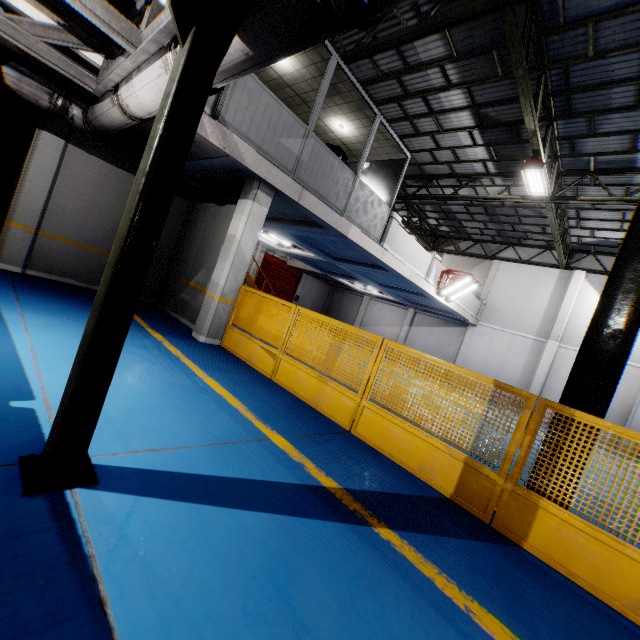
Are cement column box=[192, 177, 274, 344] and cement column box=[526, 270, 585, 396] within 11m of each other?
no

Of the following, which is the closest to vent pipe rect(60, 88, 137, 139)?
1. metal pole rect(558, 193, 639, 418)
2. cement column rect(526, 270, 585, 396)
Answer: metal pole rect(558, 193, 639, 418)

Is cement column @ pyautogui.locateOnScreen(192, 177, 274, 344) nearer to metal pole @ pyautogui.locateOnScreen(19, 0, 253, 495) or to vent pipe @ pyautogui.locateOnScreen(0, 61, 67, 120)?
vent pipe @ pyautogui.locateOnScreen(0, 61, 67, 120)

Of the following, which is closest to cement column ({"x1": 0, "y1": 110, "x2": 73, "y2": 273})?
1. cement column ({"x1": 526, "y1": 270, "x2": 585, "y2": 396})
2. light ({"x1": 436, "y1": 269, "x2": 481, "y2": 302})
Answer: light ({"x1": 436, "y1": 269, "x2": 481, "y2": 302})

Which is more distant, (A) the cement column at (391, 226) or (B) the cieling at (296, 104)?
(A) the cement column at (391, 226)

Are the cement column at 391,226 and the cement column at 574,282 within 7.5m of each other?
no

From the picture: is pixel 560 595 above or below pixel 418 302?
below

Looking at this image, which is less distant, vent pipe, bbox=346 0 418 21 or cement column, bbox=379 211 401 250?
vent pipe, bbox=346 0 418 21
